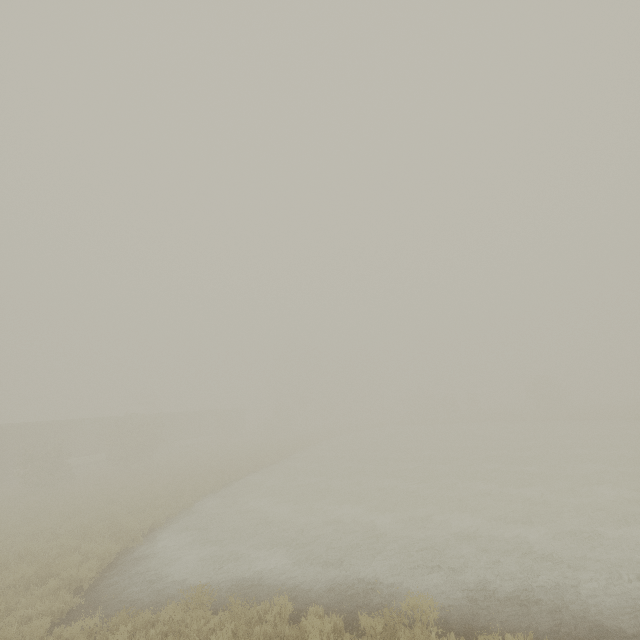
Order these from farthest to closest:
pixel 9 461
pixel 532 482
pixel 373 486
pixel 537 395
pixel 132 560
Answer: pixel 537 395 < pixel 9 461 < pixel 373 486 < pixel 532 482 < pixel 132 560

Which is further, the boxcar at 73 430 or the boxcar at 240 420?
the boxcar at 240 420

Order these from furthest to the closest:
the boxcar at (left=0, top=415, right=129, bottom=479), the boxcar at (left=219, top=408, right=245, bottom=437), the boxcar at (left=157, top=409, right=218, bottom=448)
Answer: the boxcar at (left=219, top=408, right=245, bottom=437) < the boxcar at (left=157, top=409, right=218, bottom=448) < the boxcar at (left=0, top=415, right=129, bottom=479)

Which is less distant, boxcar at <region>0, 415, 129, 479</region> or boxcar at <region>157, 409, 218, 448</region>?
boxcar at <region>0, 415, 129, 479</region>

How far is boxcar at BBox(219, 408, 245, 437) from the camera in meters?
54.0
